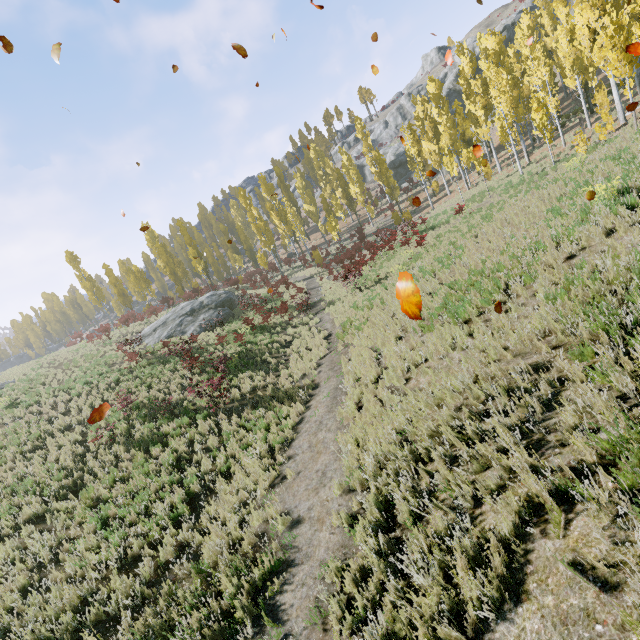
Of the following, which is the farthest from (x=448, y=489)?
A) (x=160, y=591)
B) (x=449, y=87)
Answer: (x=449, y=87)

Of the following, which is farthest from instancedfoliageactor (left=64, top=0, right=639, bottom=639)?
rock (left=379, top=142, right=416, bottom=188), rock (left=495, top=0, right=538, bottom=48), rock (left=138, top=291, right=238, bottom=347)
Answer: rock (left=495, top=0, right=538, bottom=48)

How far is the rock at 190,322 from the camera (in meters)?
24.56

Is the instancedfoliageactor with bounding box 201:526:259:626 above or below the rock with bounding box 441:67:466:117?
below

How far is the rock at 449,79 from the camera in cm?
5306

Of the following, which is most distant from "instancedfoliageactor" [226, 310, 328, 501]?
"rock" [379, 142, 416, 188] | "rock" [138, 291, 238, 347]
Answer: "rock" [379, 142, 416, 188]

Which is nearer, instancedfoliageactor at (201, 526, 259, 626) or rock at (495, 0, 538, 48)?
instancedfoliageactor at (201, 526, 259, 626)

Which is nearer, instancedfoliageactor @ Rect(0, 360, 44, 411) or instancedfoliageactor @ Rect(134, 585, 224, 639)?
instancedfoliageactor @ Rect(134, 585, 224, 639)
